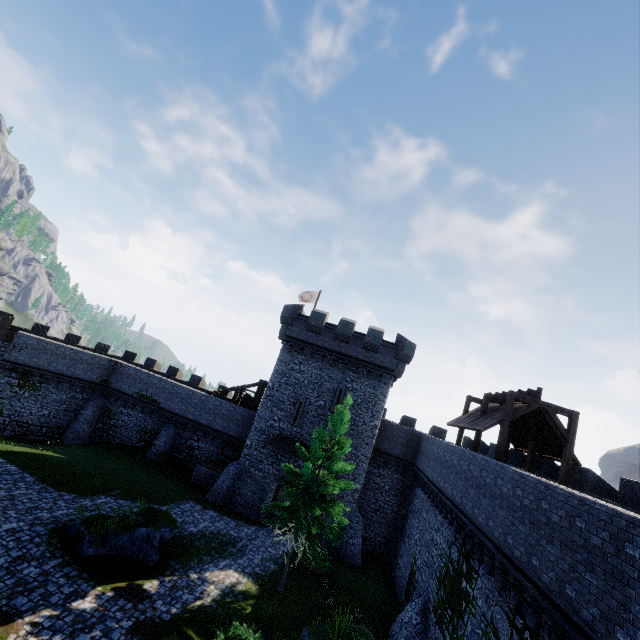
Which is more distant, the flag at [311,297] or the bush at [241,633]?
the flag at [311,297]

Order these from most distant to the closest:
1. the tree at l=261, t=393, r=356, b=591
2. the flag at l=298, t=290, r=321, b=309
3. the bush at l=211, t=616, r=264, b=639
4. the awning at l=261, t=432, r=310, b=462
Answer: the flag at l=298, t=290, r=321, b=309 < the awning at l=261, t=432, r=310, b=462 < the tree at l=261, t=393, r=356, b=591 < the bush at l=211, t=616, r=264, b=639

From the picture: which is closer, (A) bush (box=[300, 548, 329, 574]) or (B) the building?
(A) bush (box=[300, 548, 329, 574])

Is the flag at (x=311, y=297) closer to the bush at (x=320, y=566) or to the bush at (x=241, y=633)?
the bush at (x=320, y=566)

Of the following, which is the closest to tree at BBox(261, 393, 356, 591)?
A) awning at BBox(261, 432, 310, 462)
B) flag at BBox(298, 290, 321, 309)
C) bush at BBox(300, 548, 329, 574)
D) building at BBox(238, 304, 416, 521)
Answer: bush at BBox(300, 548, 329, 574)

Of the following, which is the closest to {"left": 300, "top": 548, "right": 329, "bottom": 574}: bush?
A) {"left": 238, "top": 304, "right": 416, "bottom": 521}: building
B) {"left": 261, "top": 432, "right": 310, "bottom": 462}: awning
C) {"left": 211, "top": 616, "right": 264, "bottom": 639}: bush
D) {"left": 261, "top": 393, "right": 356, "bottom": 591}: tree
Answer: {"left": 261, "top": 393, "right": 356, "bottom": 591}: tree

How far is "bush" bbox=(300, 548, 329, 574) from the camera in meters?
19.8 m

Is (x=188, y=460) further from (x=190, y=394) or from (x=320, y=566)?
(x=320, y=566)
